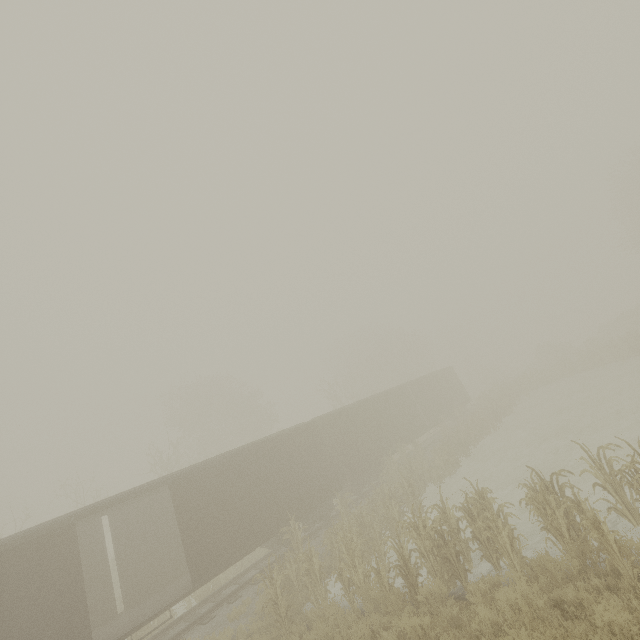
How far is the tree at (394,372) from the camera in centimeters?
3719cm

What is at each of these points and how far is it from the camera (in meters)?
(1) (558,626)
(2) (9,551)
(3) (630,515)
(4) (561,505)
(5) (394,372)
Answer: (1) tree, 5.41
(2) boxcar, 8.70
(3) tree, 7.27
(4) tree, 6.81
(5) tree, 44.97

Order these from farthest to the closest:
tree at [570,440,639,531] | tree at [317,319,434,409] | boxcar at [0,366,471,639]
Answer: tree at [317,319,434,409], boxcar at [0,366,471,639], tree at [570,440,639,531]

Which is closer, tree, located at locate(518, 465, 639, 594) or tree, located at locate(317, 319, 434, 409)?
tree, located at locate(518, 465, 639, 594)

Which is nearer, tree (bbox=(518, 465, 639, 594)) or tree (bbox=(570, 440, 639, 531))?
tree (bbox=(518, 465, 639, 594))

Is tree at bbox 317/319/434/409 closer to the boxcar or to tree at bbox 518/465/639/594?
tree at bbox 518/465/639/594

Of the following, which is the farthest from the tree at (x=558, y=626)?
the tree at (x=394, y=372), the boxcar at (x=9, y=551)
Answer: the tree at (x=394, y=372)

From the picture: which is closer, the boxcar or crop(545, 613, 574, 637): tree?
crop(545, 613, 574, 637): tree
